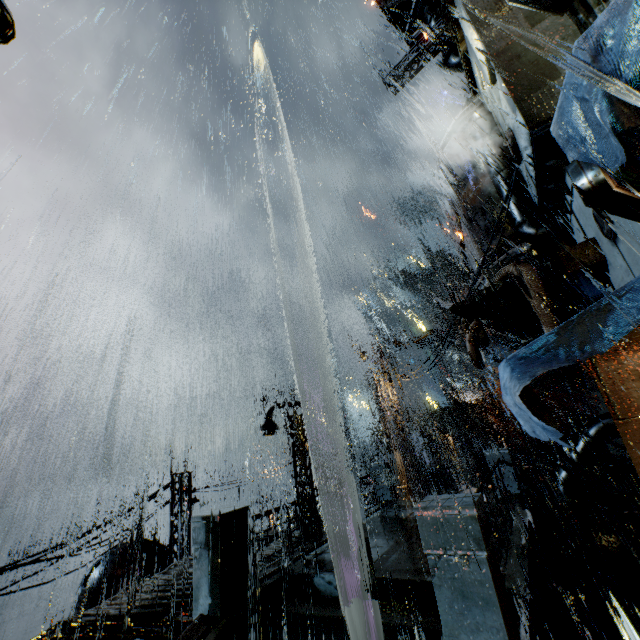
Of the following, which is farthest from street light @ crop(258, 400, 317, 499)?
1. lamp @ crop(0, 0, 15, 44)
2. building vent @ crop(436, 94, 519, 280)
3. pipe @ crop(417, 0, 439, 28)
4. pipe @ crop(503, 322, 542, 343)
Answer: pipe @ crop(417, 0, 439, 28)

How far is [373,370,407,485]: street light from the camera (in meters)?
17.86

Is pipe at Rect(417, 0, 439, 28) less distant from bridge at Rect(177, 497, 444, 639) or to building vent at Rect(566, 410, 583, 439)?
bridge at Rect(177, 497, 444, 639)

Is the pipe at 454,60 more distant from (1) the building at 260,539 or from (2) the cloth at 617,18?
(2) the cloth at 617,18

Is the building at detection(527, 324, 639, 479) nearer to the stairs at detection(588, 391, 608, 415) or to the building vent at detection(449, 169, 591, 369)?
the building vent at detection(449, 169, 591, 369)

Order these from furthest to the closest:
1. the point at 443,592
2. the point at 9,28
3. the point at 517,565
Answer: the point at 517,565 → the point at 443,592 → the point at 9,28

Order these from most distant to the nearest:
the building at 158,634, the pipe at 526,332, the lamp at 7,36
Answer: the pipe at 526,332 < the building at 158,634 < the lamp at 7,36

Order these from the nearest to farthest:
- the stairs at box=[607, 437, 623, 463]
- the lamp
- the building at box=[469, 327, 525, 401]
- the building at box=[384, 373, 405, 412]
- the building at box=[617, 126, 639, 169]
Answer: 1. the lamp
2. the building at box=[617, 126, 639, 169]
3. the building at box=[384, 373, 405, 412]
4. the stairs at box=[607, 437, 623, 463]
5. the building at box=[469, 327, 525, 401]
